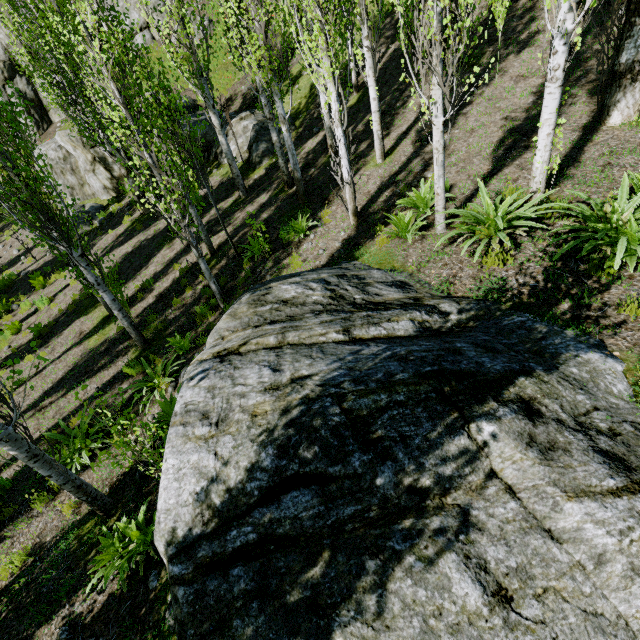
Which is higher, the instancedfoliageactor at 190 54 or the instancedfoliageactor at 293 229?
the instancedfoliageactor at 190 54

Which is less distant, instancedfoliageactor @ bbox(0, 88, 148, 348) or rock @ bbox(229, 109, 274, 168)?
instancedfoliageactor @ bbox(0, 88, 148, 348)

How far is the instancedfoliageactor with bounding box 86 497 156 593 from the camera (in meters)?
4.58

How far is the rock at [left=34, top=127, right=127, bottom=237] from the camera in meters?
16.5

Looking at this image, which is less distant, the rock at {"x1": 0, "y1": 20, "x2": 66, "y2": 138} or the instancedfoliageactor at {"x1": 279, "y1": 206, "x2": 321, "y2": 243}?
the instancedfoliageactor at {"x1": 279, "y1": 206, "x2": 321, "y2": 243}

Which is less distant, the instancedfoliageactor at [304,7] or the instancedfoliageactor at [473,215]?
the instancedfoliageactor at [473,215]

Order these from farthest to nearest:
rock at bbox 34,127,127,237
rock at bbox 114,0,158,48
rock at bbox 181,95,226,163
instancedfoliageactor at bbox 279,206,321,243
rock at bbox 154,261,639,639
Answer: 1. rock at bbox 114,0,158,48
2. rock at bbox 34,127,127,237
3. rock at bbox 181,95,226,163
4. instancedfoliageactor at bbox 279,206,321,243
5. rock at bbox 154,261,639,639

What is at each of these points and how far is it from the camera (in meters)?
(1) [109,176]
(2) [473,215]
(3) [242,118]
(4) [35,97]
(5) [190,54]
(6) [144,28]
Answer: (1) rock, 17.34
(2) instancedfoliageactor, 6.11
(3) rock, 14.74
(4) rock, 25.03
(5) instancedfoliageactor, 9.68
(6) rock, 23.88
